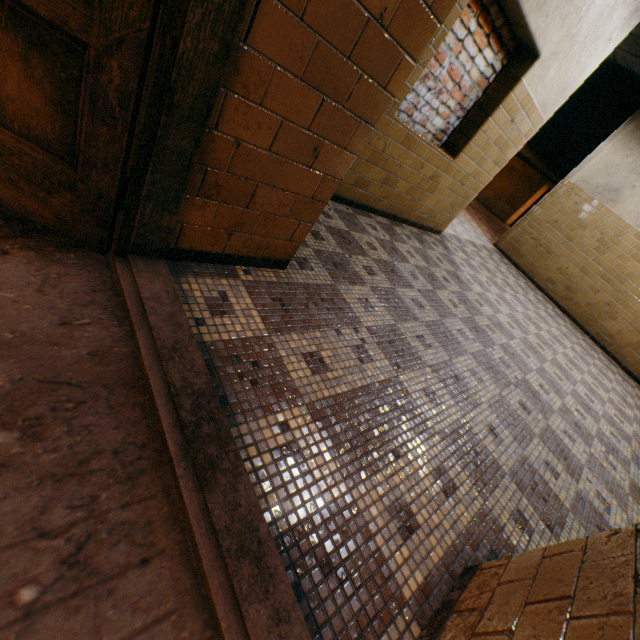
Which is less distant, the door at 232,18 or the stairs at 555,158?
the door at 232,18

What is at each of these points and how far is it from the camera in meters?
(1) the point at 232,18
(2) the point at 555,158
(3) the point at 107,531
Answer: (1) door, 0.9 m
(2) stairs, 9.5 m
(3) stairs, 0.8 m

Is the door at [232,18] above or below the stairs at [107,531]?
above

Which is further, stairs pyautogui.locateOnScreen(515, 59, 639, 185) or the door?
stairs pyautogui.locateOnScreen(515, 59, 639, 185)

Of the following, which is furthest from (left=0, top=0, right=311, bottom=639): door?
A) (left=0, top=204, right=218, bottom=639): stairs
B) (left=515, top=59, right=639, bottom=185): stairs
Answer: (left=515, top=59, right=639, bottom=185): stairs

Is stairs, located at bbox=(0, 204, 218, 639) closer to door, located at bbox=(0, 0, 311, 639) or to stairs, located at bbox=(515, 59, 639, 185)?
door, located at bbox=(0, 0, 311, 639)

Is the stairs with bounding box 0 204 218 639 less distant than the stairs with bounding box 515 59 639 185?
Yes
